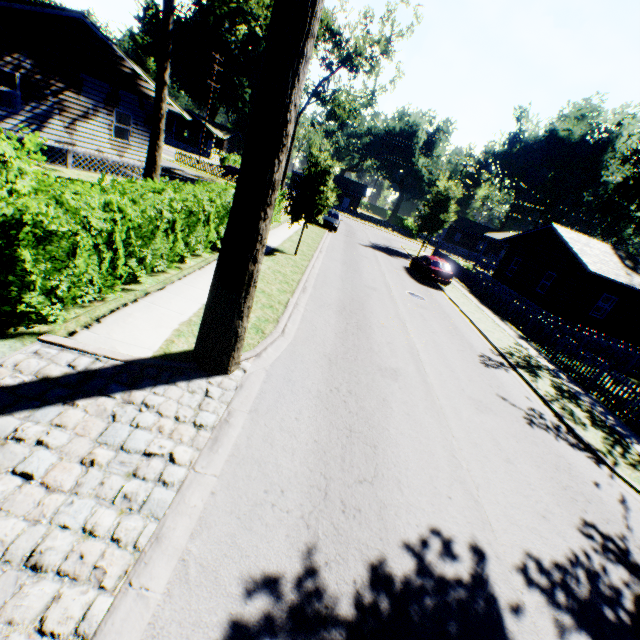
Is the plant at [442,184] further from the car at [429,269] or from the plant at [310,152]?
the plant at [310,152]

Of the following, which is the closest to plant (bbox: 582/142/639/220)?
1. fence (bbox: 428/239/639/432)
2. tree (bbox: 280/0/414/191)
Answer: fence (bbox: 428/239/639/432)

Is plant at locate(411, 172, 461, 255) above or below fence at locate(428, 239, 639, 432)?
above

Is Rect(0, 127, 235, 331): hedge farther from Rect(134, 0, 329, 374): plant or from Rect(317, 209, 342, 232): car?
Rect(317, 209, 342, 232): car

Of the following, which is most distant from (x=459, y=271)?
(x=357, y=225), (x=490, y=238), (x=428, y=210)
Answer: (x=357, y=225)

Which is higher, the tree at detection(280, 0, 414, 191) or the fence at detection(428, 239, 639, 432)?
the tree at detection(280, 0, 414, 191)

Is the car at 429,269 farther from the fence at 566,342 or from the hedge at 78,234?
the hedge at 78,234

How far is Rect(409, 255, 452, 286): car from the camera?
21.9 meters
